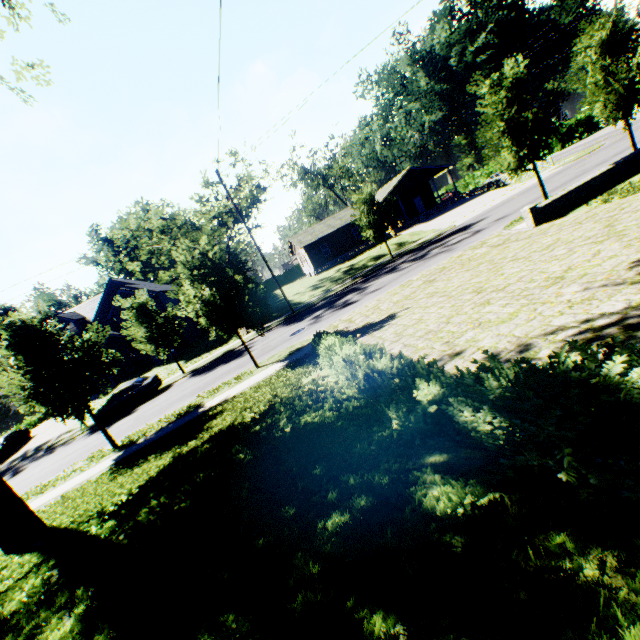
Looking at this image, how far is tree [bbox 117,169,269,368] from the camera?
13.0m

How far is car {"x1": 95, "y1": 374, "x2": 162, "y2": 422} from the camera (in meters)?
22.14

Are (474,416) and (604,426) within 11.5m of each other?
yes

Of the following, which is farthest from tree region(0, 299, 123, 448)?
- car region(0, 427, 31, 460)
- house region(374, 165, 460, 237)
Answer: house region(374, 165, 460, 237)

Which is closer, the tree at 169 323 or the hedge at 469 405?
the hedge at 469 405

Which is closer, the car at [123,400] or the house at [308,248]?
the car at [123,400]

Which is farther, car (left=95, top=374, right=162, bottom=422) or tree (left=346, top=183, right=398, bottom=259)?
tree (left=346, top=183, right=398, bottom=259)
